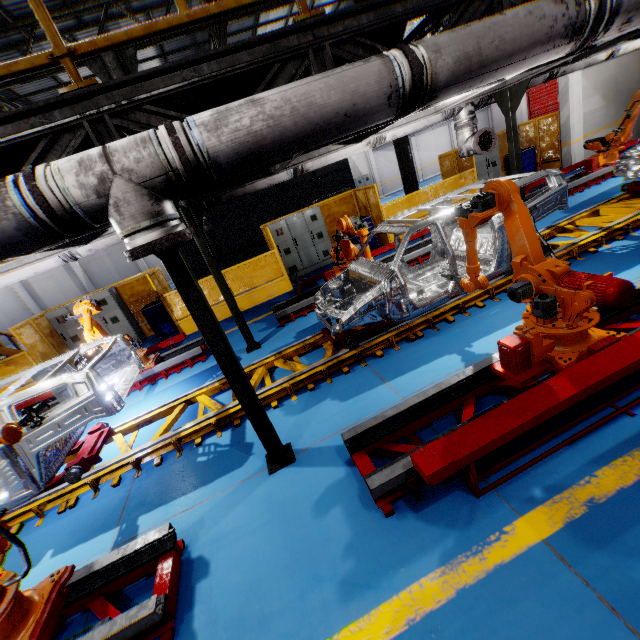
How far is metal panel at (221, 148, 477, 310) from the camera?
10.69m

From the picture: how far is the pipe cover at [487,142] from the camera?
7.57m

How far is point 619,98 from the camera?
12.5 meters

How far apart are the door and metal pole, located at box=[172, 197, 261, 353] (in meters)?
27.80

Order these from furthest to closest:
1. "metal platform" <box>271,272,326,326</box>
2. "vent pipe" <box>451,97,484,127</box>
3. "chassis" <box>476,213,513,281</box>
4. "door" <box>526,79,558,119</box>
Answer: →
1. "door" <box>526,79,558,119</box>
2. "metal platform" <box>271,272,326,326</box>
3. "vent pipe" <box>451,97,484,127</box>
4. "chassis" <box>476,213,513,281</box>

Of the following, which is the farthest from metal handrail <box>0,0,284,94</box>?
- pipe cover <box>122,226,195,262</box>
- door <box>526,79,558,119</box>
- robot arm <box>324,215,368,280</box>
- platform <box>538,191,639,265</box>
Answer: door <box>526,79,558,119</box>

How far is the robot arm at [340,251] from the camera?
7.1m

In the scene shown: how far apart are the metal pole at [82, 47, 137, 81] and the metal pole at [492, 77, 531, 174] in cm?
883
